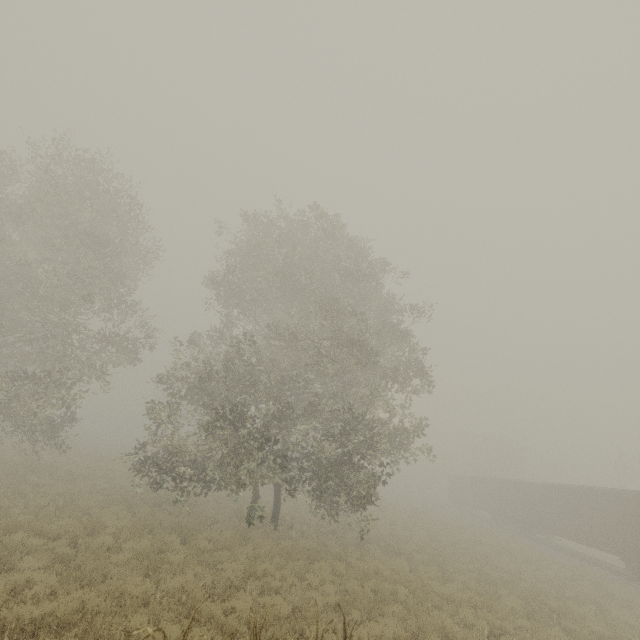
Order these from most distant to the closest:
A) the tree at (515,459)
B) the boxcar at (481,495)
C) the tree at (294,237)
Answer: the tree at (515,459) < the boxcar at (481,495) < the tree at (294,237)

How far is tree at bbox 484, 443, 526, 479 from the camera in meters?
56.7 m

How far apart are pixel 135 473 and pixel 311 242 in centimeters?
2209cm

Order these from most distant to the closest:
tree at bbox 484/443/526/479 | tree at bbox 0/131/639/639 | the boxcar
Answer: tree at bbox 484/443/526/479 < the boxcar < tree at bbox 0/131/639/639

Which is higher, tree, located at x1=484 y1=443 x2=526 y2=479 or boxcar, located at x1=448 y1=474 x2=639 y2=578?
tree, located at x1=484 y1=443 x2=526 y2=479

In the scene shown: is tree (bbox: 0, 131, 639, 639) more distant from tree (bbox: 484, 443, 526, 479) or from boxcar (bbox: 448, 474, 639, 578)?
tree (bbox: 484, 443, 526, 479)

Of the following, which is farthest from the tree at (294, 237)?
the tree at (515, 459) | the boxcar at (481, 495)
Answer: the tree at (515, 459)

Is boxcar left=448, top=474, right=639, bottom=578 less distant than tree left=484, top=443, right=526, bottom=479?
Yes
